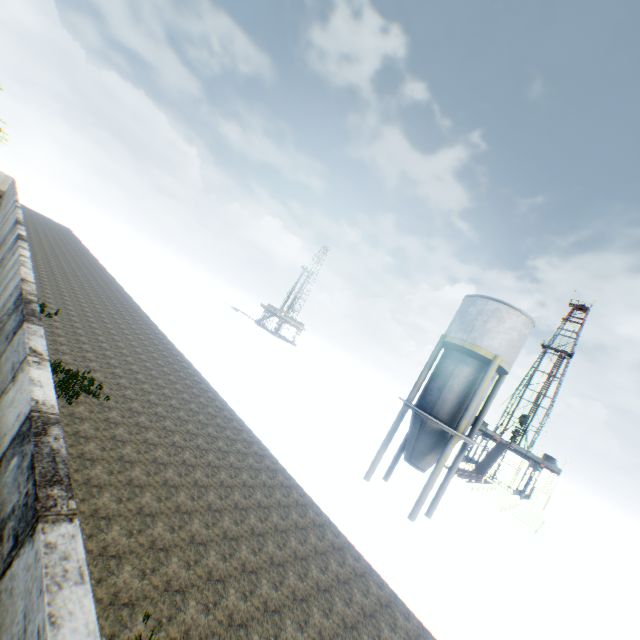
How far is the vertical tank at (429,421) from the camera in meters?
17.2

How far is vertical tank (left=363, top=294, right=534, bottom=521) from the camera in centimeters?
1723cm

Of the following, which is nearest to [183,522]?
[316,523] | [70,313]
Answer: [316,523]
